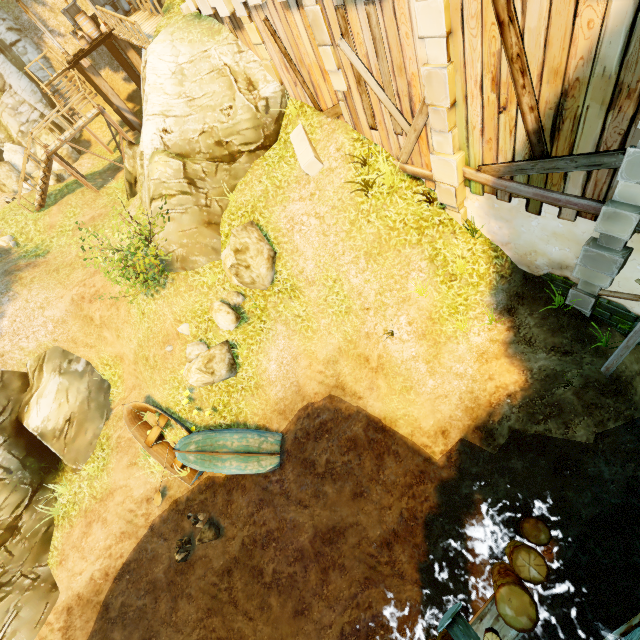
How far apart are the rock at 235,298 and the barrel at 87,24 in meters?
17.3

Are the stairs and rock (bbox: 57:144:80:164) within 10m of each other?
A: yes

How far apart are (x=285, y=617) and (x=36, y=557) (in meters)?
8.78

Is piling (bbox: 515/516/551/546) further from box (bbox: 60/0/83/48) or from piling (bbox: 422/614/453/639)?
box (bbox: 60/0/83/48)

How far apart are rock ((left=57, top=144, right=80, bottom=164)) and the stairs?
3.12m

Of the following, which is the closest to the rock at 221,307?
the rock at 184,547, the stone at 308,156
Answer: the stone at 308,156

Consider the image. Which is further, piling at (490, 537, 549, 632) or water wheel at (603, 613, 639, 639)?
water wheel at (603, 613, 639, 639)

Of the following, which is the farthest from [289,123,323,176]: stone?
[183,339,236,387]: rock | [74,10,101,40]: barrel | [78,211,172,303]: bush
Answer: [74,10,101,40]: barrel
